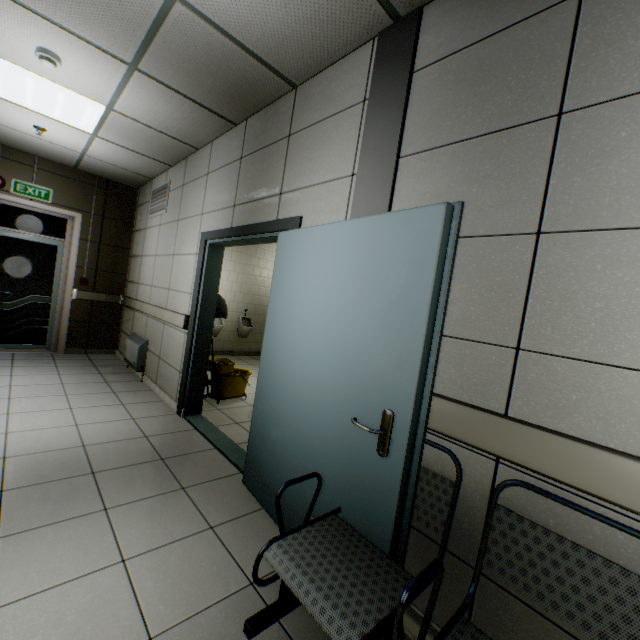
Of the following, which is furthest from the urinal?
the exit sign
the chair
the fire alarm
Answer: the chair

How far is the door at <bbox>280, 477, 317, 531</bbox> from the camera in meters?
1.9 m

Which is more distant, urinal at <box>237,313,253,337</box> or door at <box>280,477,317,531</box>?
urinal at <box>237,313,253,337</box>

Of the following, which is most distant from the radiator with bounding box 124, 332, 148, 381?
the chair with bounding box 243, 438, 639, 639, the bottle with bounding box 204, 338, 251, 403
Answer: the chair with bounding box 243, 438, 639, 639

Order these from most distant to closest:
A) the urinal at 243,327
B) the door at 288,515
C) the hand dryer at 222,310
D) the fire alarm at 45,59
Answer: the urinal at 243,327, the hand dryer at 222,310, the fire alarm at 45,59, the door at 288,515

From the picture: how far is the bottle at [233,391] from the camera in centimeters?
433cm

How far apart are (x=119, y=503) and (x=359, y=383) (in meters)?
1.87

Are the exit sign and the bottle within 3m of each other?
no
